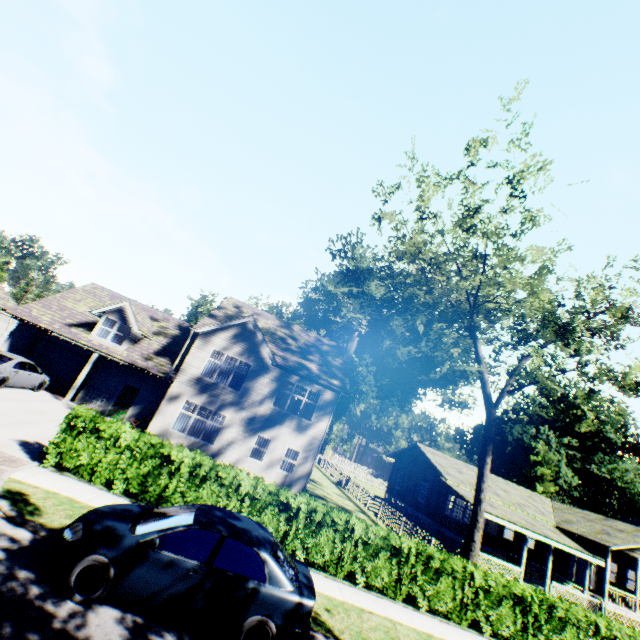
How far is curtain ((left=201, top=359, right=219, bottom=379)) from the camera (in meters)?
20.78

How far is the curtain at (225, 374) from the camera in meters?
20.9

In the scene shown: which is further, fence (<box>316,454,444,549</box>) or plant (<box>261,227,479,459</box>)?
plant (<box>261,227,479,459</box>)

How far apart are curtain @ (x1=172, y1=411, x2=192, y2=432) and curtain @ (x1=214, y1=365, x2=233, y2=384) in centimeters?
220cm

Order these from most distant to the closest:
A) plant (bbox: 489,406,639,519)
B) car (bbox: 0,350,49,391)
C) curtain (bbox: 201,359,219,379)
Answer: plant (bbox: 489,406,639,519) → curtain (bbox: 201,359,219,379) → car (bbox: 0,350,49,391)

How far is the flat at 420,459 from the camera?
26.5m

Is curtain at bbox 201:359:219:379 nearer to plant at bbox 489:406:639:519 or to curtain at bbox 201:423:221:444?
curtain at bbox 201:423:221:444

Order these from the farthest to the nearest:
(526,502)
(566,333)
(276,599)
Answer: (526,502), (566,333), (276,599)
